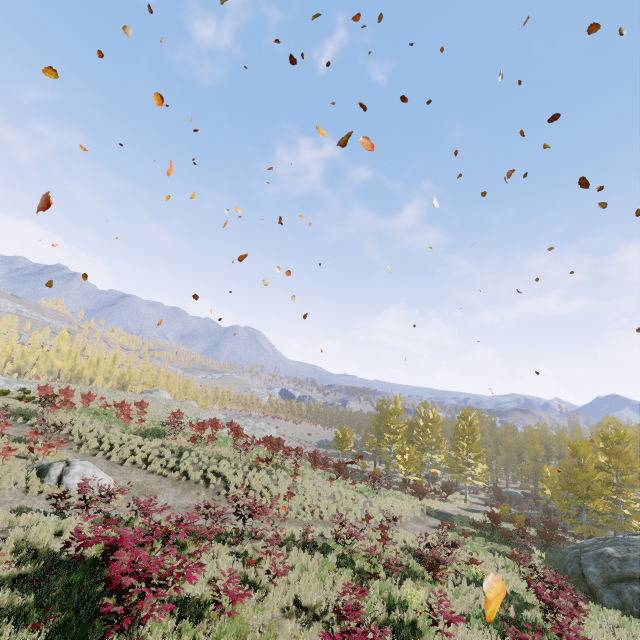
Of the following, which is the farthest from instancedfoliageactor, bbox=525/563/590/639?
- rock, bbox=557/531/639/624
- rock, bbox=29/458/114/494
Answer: rock, bbox=29/458/114/494

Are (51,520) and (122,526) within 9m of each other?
yes

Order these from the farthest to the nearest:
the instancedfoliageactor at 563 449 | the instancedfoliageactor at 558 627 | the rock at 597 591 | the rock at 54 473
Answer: the rock at 597 591 → the rock at 54 473 → the instancedfoliageactor at 558 627 → the instancedfoliageactor at 563 449

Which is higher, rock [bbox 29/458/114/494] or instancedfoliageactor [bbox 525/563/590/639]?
rock [bbox 29/458/114/494]

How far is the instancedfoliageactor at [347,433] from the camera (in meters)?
40.75

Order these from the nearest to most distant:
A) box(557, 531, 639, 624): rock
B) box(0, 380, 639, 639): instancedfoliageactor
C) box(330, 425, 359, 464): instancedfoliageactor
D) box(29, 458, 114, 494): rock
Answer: box(0, 380, 639, 639): instancedfoliageactor → box(29, 458, 114, 494): rock → box(557, 531, 639, 624): rock → box(330, 425, 359, 464): instancedfoliageactor

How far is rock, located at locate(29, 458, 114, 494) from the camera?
13.9m

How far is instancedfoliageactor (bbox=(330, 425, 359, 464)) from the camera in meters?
40.8 m
